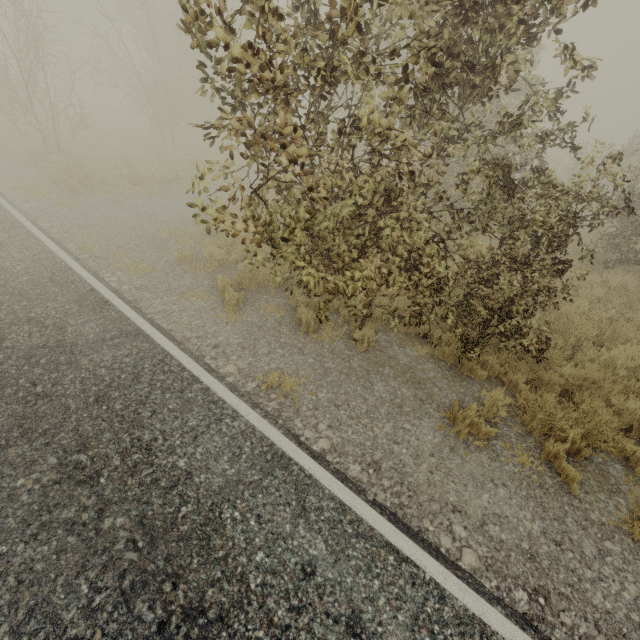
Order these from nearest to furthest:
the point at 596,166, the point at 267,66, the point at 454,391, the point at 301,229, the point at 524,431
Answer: the point at 267,66, the point at 301,229, the point at 524,431, the point at 454,391, the point at 596,166
